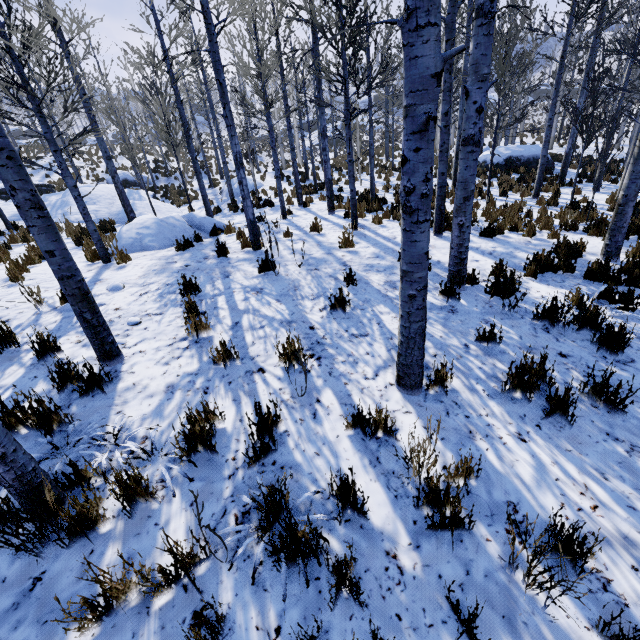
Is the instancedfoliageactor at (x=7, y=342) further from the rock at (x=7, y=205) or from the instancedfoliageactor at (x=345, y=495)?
the rock at (x=7, y=205)

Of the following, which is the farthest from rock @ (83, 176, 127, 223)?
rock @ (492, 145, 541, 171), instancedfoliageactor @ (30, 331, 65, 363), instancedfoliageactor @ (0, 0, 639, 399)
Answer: rock @ (492, 145, 541, 171)

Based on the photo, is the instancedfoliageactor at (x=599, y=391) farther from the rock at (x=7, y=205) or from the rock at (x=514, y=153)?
the rock at (x=514, y=153)

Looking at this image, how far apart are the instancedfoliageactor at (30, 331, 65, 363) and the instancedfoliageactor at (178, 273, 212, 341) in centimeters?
146cm

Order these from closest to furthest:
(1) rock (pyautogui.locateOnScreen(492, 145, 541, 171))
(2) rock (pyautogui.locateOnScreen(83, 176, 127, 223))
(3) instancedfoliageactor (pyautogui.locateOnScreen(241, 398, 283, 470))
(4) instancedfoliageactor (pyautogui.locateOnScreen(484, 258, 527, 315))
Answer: (3) instancedfoliageactor (pyautogui.locateOnScreen(241, 398, 283, 470)) → (4) instancedfoliageactor (pyautogui.locateOnScreen(484, 258, 527, 315)) → (2) rock (pyautogui.locateOnScreen(83, 176, 127, 223)) → (1) rock (pyautogui.locateOnScreen(492, 145, 541, 171))

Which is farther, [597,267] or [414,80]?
[597,267]

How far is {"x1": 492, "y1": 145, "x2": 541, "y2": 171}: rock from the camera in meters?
18.4 m

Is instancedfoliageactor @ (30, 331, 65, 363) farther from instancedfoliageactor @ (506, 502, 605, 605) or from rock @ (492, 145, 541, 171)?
rock @ (492, 145, 541, 171)
